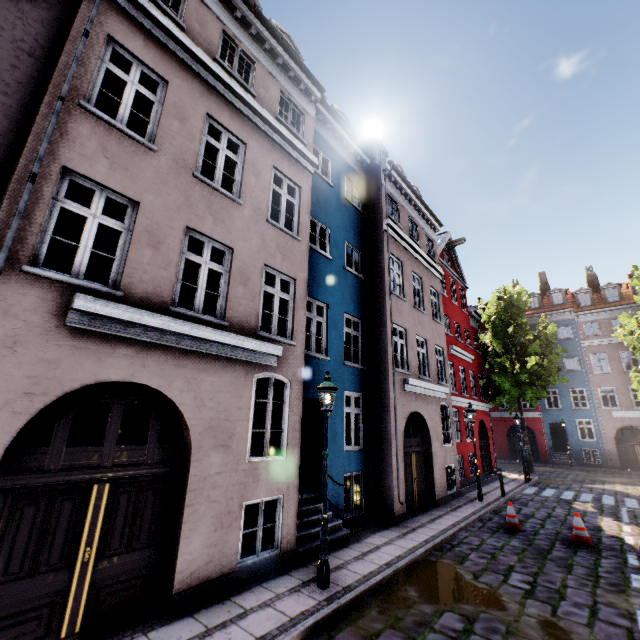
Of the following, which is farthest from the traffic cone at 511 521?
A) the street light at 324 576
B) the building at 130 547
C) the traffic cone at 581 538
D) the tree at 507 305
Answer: the tree at 507 305

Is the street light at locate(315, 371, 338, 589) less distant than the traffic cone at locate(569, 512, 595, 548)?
Yes

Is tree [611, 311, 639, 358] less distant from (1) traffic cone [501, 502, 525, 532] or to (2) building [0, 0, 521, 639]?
(2) building [0, 0, 521, 639]

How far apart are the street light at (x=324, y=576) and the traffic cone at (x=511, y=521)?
6.8 meters

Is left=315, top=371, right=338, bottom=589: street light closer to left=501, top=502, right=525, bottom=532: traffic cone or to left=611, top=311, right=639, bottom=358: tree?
left=501, top=502, right=525, bottom=532: traffic cone

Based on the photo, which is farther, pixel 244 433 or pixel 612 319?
pixel 612 319

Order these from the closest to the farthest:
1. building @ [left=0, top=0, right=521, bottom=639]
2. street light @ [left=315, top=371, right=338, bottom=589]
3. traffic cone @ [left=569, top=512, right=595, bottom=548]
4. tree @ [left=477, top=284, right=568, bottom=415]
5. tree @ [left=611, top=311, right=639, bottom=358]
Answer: building @ [left=0, top=0, right=521, bottom=639] → street light @ [left=315, top=371, right=338, bottom=589] → traffic cone @ [left=569, top=512, right=595, bottom=548] → tree @ [left=611, top=311, right=639, bottom=358] → tree @ [left=477, top=284, right=568, bottom=415]

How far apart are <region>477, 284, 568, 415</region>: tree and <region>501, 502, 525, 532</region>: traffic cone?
14.3m
